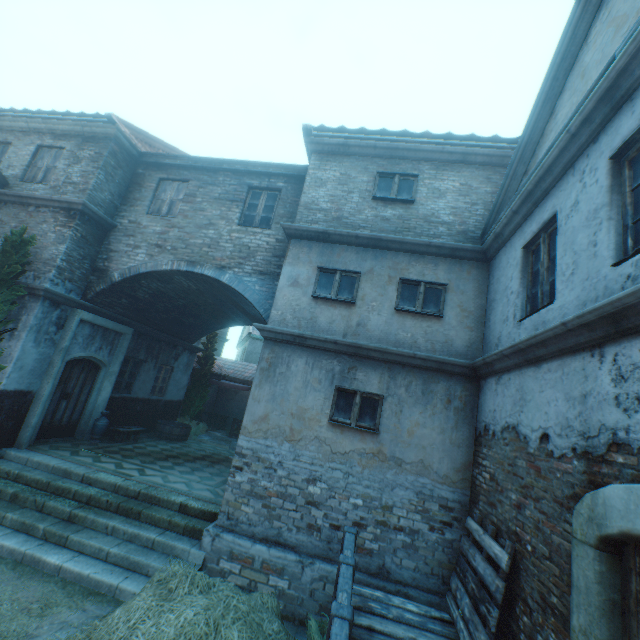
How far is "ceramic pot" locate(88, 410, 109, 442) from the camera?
9.9m

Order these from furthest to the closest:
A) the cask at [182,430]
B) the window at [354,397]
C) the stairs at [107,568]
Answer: the cask at [182,430] < the window at [354,397] < the stairs at [107,568]

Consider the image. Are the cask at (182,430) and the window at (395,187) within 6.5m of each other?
A: no

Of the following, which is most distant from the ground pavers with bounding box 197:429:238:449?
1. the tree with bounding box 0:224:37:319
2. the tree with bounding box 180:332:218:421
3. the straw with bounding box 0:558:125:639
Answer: the straw with bounding box 0:558:125:639

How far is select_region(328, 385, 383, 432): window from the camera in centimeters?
629cm

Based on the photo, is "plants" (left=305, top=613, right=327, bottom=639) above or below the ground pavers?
below

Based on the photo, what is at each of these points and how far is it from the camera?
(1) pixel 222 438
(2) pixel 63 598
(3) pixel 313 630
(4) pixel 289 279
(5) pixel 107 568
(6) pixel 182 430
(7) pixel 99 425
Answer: (1) ground pavers, 15.62m
(2) straw, 4.90m
(3) plants, 4.67m
(4) building, 7.41m
(5) stairs, 5.51m
(6) cask, 12.75m
(7) ceramic pot, 9.94m

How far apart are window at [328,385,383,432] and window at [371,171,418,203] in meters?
4.4 m
